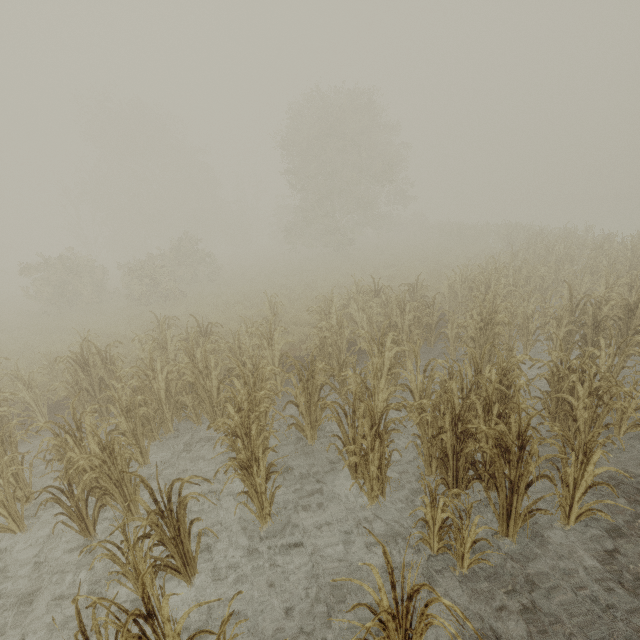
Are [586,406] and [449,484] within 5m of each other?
yes
